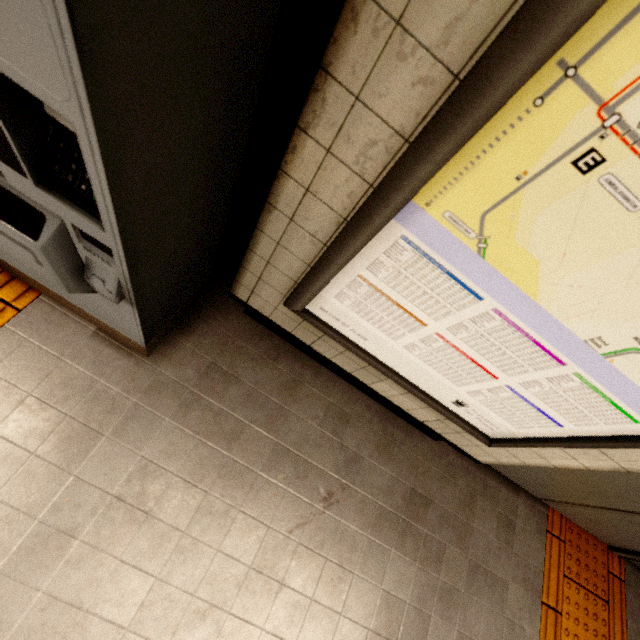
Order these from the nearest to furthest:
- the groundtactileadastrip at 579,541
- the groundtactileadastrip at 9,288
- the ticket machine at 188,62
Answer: the ticket machine at 188,62
the groundtactileadastrip at 9,288
the groundtactileadastrip at 579,541

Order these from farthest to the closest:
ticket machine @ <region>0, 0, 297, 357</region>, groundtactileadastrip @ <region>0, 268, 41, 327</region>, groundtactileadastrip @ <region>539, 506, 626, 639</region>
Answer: groundtactileadastrip @ <region>539, 506, 626, 639</region>, groundtactileadastrip @ <region>0, 268, 41, 327</region>, ticket machine @ <region>0, 0, 297, 357</region>

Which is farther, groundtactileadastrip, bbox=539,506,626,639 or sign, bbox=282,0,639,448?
groundtactileadastrip, bbox=539,506,626,639

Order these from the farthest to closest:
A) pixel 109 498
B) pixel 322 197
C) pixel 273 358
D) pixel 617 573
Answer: pixel 617 573 → pixel 273 358 → pixel 109 498 → pixel 322 197

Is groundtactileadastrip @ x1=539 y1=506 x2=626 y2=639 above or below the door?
below

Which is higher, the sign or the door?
the sign

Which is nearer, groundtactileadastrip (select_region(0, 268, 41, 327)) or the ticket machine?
the ticket machine

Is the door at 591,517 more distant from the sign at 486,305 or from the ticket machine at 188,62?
the ticket machine at 188,62
